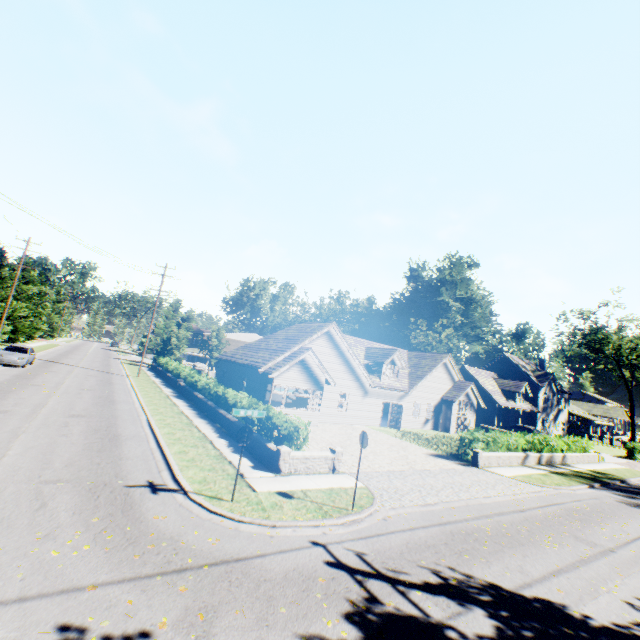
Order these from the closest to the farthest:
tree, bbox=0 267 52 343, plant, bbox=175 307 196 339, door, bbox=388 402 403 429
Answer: door, bbox=388 402 403 429
tree, bbox=0 267 52 343
plant, bbox=175 307 196 339

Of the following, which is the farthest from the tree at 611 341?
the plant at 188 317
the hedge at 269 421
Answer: the hedge at 269 421

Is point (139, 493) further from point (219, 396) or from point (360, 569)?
point (219, 396)

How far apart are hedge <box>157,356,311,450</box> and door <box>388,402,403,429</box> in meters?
14.4

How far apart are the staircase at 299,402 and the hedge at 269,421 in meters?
7.3

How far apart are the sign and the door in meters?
21.3

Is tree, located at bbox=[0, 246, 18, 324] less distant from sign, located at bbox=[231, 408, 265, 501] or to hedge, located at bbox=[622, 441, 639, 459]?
hedge, located at bbox=[622, 441, 639, 459]

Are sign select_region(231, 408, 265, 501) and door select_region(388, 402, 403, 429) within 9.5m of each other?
no
